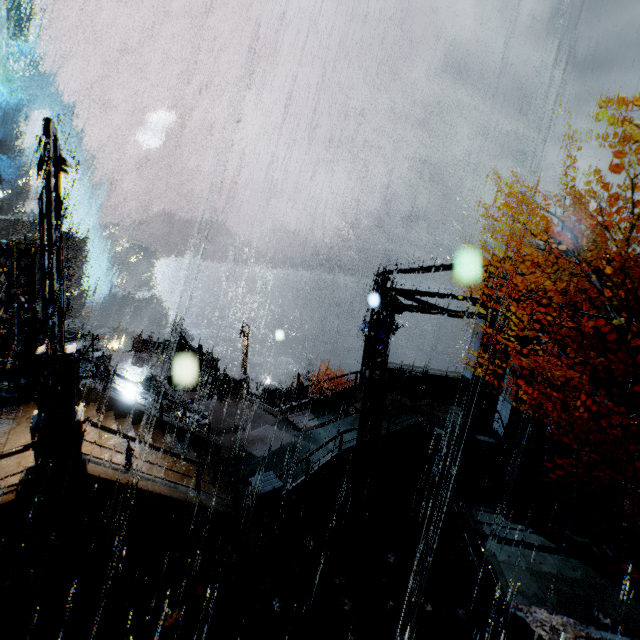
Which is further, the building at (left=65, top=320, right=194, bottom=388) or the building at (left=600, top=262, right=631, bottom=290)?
the building at (left=65, top=320, right=194, bottom=388)

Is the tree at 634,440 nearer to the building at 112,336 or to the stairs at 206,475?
the building at 112,336

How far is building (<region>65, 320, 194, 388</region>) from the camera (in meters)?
22.12

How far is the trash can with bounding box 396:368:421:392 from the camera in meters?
19.4

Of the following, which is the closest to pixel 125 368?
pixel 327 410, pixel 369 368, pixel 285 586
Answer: pixel 327 410

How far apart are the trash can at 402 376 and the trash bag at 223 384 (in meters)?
10.46

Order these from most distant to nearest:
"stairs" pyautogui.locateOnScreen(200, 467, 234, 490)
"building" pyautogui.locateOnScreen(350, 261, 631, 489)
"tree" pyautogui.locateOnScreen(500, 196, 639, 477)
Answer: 1. "building" pyautogui.locateOnScreen(350, 261, 631, 489)
2. "stairs" pyautogui.locateOnScreen(200, 467, 234, 490)
3. "tree" pyautogui.locateOnScreen(500, 196, 639, 477)

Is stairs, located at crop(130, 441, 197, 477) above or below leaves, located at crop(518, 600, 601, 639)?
above
